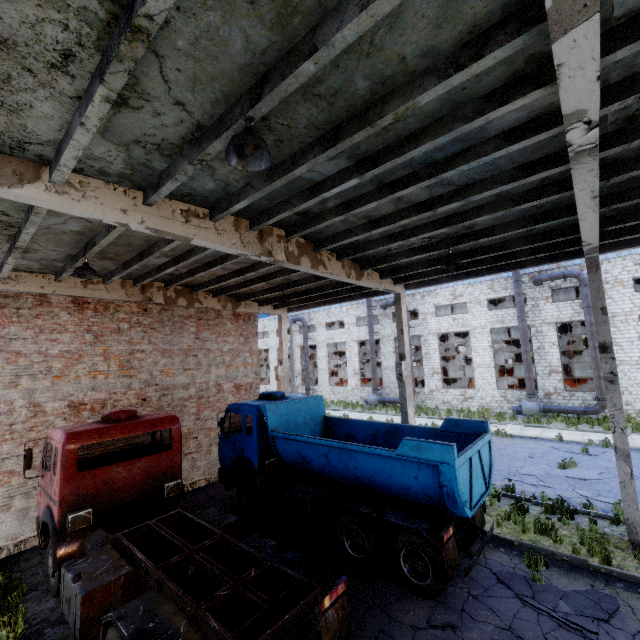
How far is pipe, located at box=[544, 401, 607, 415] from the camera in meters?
21.3 m

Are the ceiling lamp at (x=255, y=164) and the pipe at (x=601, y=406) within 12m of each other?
no

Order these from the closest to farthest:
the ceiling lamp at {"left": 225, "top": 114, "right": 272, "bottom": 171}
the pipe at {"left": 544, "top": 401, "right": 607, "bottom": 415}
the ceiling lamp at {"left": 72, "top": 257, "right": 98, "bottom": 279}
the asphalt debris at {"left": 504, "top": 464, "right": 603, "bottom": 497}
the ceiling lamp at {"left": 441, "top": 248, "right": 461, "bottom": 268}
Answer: the ceiling lamp at {"left": 225, "top": 114, "right": 272, "bottom": 171}
the ceiling lamp at {"left": 72, "top": 257, "right": 98, "bottom": 279}
the ceiling lamp at {"left": 441, "top": 248, "right": 461, "bottom": 268}
the asphalt debris at {"left": 504, "top": 464, "right": 603, "bottom": 497}
the pipe at {"left": 544, "top": 401, "right": 607, "bottom": 415}

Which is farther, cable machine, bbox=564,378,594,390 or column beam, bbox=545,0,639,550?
cable machine, bbox=564,378,594,390

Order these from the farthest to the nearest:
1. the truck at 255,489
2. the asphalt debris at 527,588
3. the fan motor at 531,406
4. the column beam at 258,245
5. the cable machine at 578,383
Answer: the cable machine at 578,383 → the fan motor at 531,406 → the truck at 255,489 → the asphalt debris at 527,588 → the column beam at 258,245

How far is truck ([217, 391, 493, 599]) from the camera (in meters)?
6.76

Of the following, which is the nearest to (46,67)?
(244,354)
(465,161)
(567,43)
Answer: (567,43)

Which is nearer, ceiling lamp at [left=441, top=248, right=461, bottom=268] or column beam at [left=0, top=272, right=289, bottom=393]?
ceiling lamp at [left=441, top=248, right=461, bottom=268]
